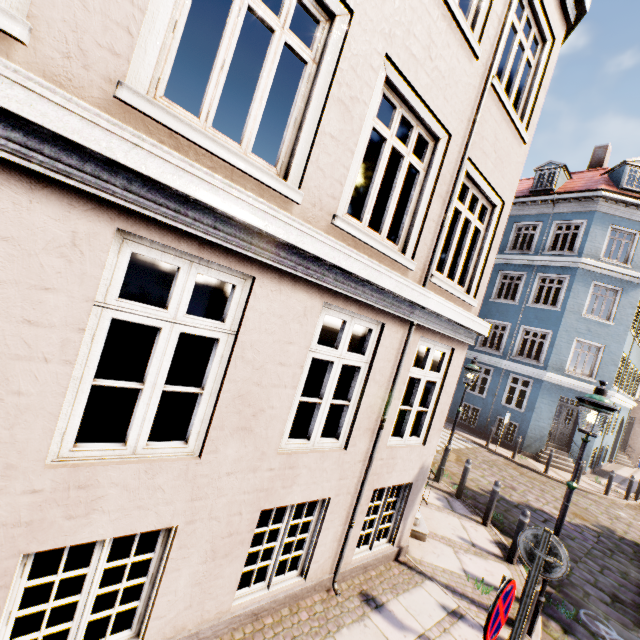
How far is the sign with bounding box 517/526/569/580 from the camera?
3.8 meters

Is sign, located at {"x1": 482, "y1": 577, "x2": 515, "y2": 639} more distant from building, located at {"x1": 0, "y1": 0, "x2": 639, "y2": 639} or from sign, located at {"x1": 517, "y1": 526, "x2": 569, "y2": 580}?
building, located at {"x1": 0, "y1": 0, "x2": 639, "y2": 639}

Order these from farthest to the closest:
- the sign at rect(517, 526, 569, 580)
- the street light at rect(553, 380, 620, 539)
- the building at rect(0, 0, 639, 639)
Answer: the street light at rect(553, 380, 620, 539), the sign at rect(517, 526, 569, 580), the building at rect(0, 0, 639, 639)

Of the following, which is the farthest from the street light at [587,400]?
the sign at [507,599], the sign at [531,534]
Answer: the sign at [507,599]

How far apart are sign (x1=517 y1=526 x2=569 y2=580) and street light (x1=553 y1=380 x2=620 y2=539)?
1.3m

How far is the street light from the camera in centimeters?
473cm

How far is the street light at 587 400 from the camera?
4.73m

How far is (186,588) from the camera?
3.16m
